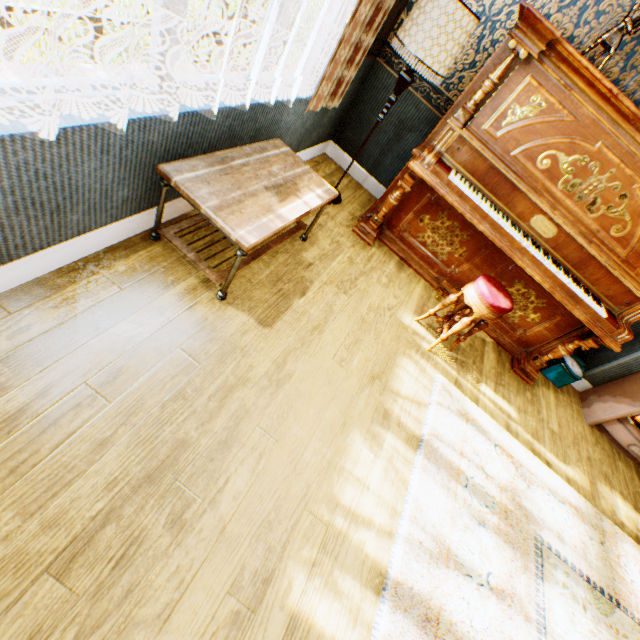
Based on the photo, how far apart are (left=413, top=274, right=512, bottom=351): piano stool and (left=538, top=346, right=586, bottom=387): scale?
1.6 meters

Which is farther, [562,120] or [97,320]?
[562,120]

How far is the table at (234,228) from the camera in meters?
1.7

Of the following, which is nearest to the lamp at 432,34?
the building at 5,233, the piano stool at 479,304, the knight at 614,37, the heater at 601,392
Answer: the building at 5,233

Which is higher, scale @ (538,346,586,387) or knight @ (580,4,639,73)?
knight @ (580,4,639,73)

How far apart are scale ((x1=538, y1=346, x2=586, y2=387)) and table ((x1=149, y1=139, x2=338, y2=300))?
3.2 meters

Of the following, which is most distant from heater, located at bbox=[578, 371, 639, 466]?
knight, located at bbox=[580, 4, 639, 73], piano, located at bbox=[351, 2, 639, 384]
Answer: knight, located at bbox=[580, 4, 639, 73]

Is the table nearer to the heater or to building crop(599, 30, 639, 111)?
building crop(599, 30, 639, 111)
